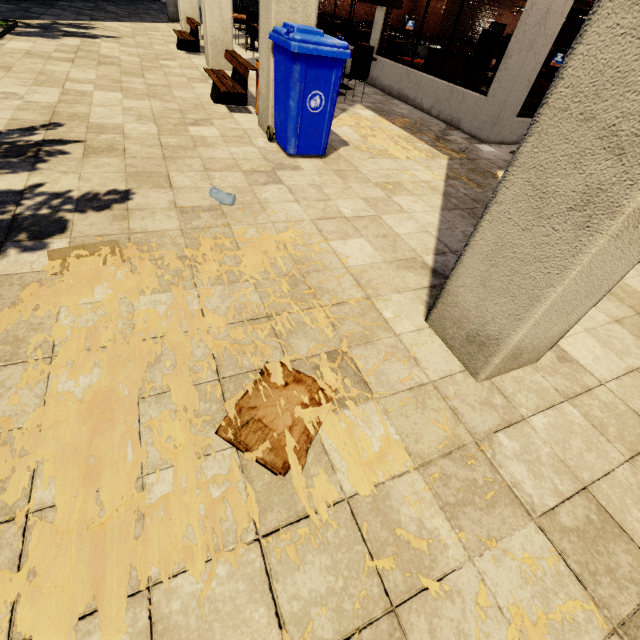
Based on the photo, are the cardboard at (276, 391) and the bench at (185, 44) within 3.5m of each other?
no

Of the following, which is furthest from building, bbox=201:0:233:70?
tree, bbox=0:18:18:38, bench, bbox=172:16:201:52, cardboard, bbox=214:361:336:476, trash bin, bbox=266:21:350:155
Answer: tree, bbox=0:18:18:38

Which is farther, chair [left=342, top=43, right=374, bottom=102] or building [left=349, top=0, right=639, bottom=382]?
chair [left=342, top=43, right=374, bottom=102]

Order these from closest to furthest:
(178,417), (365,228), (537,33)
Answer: (178,417)
(365,228)
(537,33)

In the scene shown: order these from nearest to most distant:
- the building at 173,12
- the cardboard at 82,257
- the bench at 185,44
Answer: the cardboard at 82,257 → the bench at 185,44 → the building at 173,12

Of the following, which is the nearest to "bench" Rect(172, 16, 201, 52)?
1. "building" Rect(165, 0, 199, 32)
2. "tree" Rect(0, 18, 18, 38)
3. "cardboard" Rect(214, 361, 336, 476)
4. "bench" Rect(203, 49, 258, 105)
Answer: "building" Rect(165, 0, 199, 32)

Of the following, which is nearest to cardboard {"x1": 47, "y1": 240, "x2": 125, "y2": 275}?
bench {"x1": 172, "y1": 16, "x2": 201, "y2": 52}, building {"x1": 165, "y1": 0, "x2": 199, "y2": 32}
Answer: building {"x1": 165, "y1": 0, "x2": 199, "y2": 32}

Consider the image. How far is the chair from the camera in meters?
6.9 m
